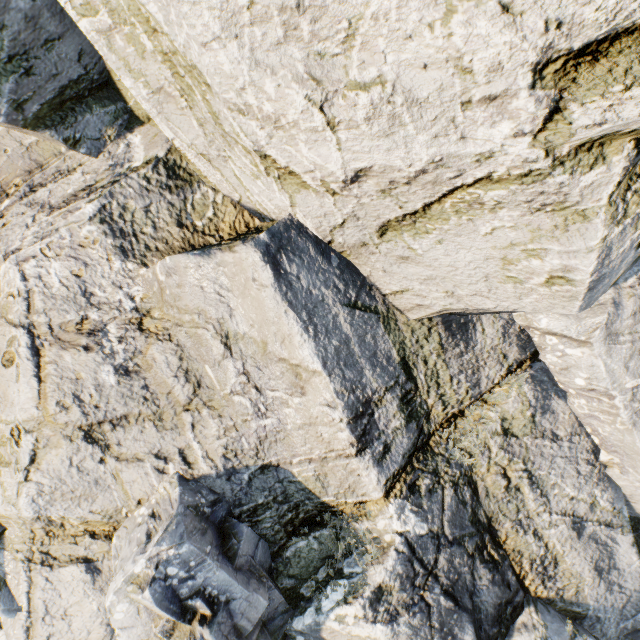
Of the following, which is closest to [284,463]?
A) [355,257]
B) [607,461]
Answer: [355,257]
